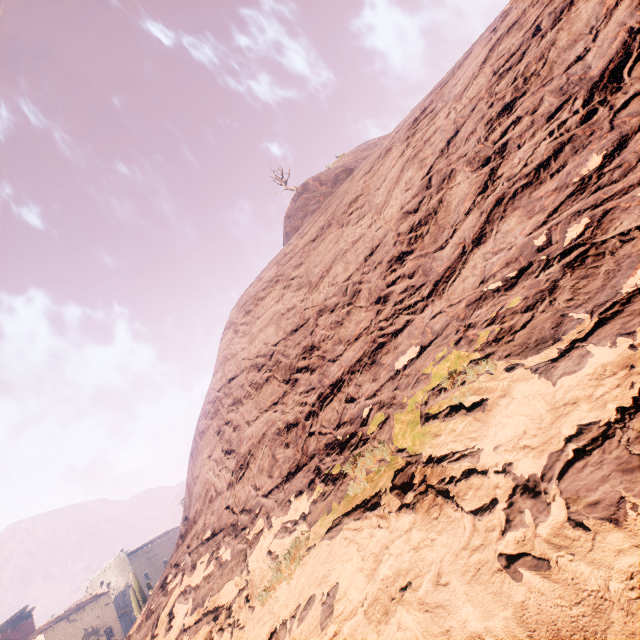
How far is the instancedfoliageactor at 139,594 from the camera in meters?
21.5 m

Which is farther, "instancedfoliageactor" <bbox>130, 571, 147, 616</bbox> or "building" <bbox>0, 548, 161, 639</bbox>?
"building" <bbox>0, 548, 161, 639</bbox>

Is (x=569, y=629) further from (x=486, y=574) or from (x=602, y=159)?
(x=602, y=159)

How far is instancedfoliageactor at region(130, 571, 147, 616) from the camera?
21.45m

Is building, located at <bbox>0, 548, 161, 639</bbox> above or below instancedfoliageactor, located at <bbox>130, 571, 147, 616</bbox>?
above

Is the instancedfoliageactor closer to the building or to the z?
the z

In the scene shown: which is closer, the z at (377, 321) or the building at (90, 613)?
the z at (377, 321)
